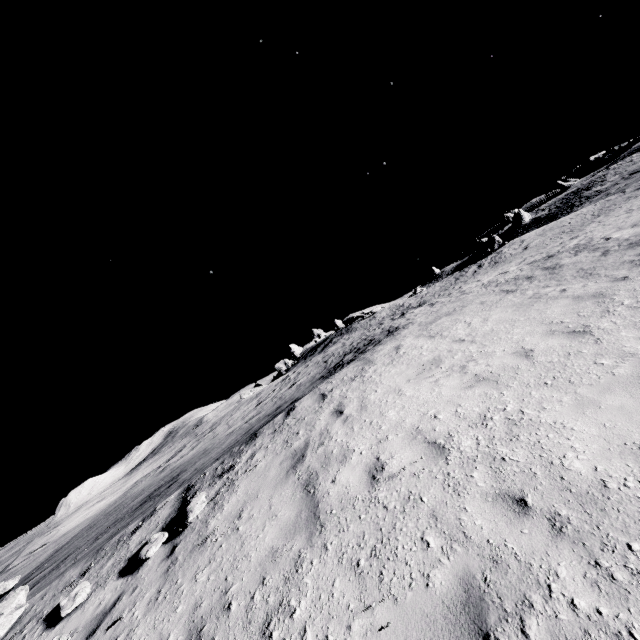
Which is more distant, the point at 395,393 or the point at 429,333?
the point at 429,333
